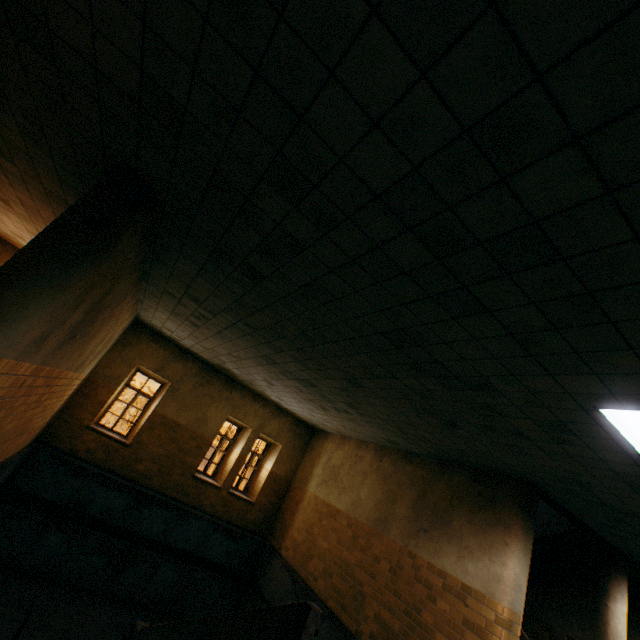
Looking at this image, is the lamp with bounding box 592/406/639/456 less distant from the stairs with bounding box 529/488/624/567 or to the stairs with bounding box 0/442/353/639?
the stairs with bounding box 529/488/624/567

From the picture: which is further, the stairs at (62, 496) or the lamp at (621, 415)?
the stairs at (62, 496)

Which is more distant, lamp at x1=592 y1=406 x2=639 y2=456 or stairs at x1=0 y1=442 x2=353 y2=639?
stairs at x1=0 y1=442 x2=353 y2=639

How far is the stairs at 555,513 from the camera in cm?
674

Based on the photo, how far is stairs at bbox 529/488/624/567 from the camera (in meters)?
6.74

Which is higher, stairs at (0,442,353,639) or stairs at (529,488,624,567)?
stairs at (529,488,624,567)

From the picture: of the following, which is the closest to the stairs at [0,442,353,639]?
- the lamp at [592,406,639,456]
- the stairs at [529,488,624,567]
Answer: the stairs at [529,488,624,567]

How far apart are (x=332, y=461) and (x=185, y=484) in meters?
4.7 m
